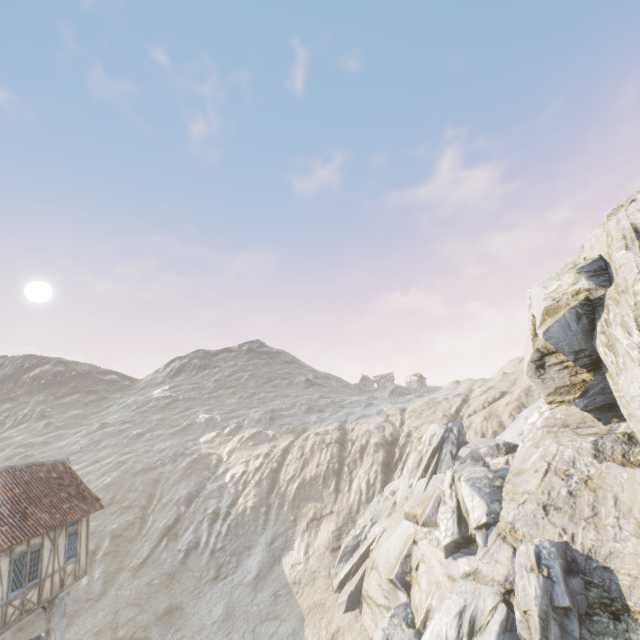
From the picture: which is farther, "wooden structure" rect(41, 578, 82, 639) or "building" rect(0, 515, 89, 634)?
"wooden structure" rect(41, 578, 82, 639)

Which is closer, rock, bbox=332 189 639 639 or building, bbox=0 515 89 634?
building, bbox=0 515 89 634

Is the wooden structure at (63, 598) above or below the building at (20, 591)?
below

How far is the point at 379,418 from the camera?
55.9m

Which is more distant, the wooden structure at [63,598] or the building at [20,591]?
the wooden structure at [63,598]

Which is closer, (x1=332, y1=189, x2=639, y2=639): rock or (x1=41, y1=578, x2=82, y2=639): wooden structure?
(x1=332, y1=189, x2=639, y2=639): rock

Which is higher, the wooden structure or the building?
the building

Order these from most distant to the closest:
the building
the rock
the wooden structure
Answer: the wooden structure
the rock
the building
